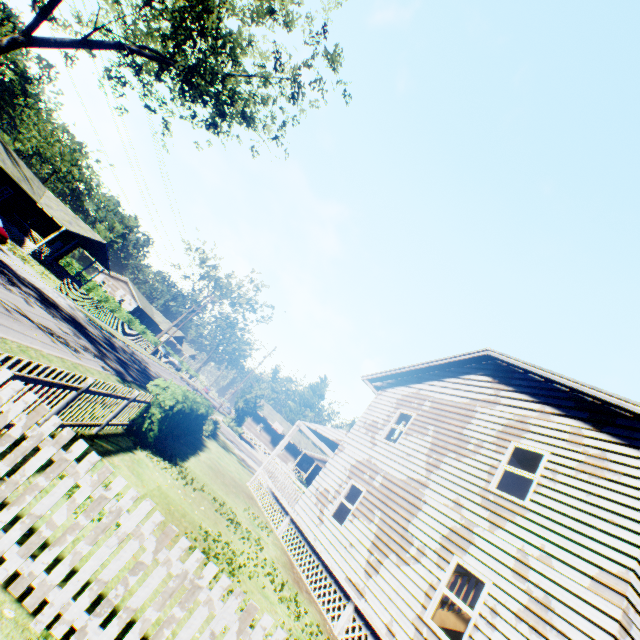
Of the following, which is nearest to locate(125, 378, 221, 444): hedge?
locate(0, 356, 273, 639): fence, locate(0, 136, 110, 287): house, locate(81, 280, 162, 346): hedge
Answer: locate(0, 356, 273, 639): fence

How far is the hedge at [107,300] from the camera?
48.9 meters

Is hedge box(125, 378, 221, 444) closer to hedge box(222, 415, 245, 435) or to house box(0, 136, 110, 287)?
hedge box(222, 415, 245, 435)

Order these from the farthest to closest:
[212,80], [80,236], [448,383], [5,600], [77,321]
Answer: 1. [80,236]
2. [77,321]
3. [212,80]
4. [448,383]
5. [5,600]

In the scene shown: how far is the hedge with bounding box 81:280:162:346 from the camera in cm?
4891

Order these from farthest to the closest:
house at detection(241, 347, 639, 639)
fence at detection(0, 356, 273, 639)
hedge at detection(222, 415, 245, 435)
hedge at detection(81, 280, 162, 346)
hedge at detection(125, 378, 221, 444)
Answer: hedge at detection(81, 280, 162, 346)
hedge at detection(222, 415, 245, 435)
hedge at detection(125, 378, 221, 444)
house at detection(241, 347, 639, 639)
fence at detection(0, 356, 273, 639)

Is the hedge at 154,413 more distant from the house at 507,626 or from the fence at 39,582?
the house at 507,626

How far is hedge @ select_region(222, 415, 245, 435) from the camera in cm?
4188
